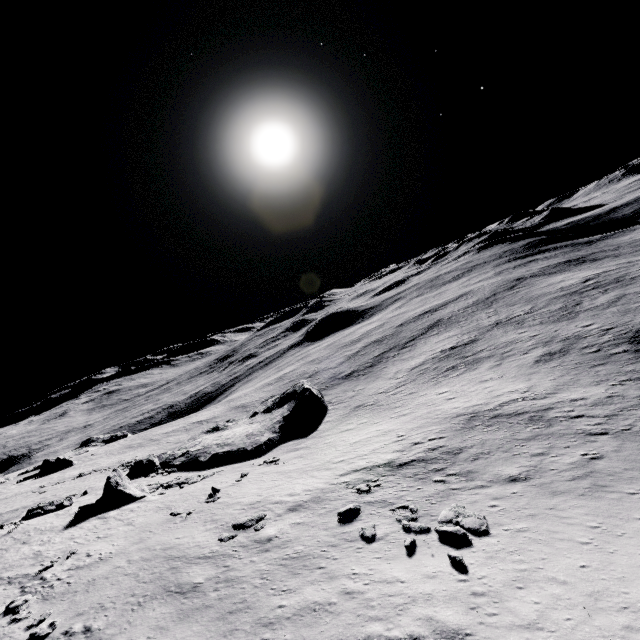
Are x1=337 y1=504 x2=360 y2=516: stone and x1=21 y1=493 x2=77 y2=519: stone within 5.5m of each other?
no

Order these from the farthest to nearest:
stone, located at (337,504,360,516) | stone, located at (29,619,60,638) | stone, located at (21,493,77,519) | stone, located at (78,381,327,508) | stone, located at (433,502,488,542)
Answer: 1. stone, located at (78,381,327,508)
2. stone, located at (21,493,77,519)
3. stone, located at (337,504,360,516)
4. stone, located at (433,502,488,542)
5. stone, located at (29,619,60,638)

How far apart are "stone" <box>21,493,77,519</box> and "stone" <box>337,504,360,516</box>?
26.9 meters

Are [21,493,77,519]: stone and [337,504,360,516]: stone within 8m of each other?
no

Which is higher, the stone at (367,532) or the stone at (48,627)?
the stone at (48,627)

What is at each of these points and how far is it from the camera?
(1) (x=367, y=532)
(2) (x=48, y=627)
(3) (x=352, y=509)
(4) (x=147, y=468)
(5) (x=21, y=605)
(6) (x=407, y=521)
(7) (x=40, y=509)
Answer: (1) stone, 15.3m
(2) stone, 13.6m
(3) stone, 17.7m
(4) stone, 40.3m
(5) stone, 15.4m
(6) stone, 15.8m
(7) stone, 27.8m

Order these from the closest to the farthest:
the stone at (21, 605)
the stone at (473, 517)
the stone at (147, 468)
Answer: the stone at (473, 517)
the stone at (21, 605)
the stone at (147, 468)

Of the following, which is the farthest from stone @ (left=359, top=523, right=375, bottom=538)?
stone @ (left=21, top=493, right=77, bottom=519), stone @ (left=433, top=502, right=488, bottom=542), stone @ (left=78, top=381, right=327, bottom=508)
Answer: stone @ (left=21, top=493, right=77, bottom=519)
